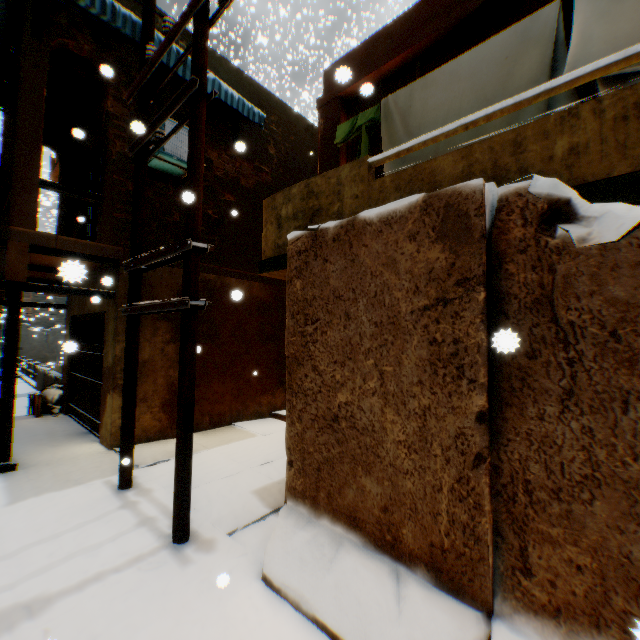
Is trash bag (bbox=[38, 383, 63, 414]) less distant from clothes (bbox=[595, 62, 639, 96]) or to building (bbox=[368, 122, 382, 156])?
building (bbox=[368, 122, 382, 156])

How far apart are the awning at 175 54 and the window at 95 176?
1.43m

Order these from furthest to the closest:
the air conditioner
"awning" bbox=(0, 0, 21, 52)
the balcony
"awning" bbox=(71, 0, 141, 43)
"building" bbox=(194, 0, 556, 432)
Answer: the air conditioner, "awning" bbox=(0, 0, 21, 52), "awning" bbox=(71, 0, 141, 43), "building" bbox=(194, 0, 556, 432), the balcony

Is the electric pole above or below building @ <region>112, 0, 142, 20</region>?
below

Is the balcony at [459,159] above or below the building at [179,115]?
below

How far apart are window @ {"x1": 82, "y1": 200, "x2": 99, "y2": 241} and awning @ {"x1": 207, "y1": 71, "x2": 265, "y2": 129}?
1.4 meters

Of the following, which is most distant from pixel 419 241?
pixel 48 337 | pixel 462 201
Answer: pixel 48 337
